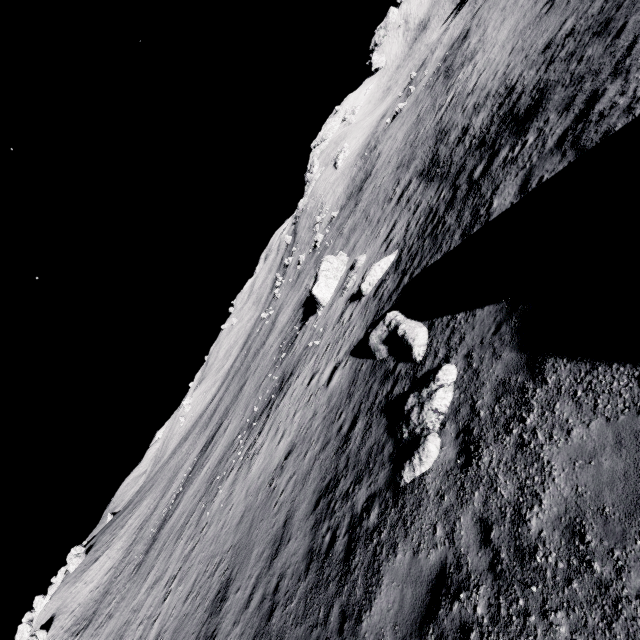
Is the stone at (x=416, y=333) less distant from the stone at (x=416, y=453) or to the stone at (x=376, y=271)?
the stone at (x=416, y=453)

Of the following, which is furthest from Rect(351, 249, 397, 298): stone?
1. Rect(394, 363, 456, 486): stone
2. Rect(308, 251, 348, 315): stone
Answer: Rect(394, 363, 456, 486): stone

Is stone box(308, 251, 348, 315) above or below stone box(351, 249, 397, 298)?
above

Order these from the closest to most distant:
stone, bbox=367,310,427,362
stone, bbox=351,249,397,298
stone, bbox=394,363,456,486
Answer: stone, bbox=394,363,456,486 < stone, bbox=367,310,427,362 < stone, bbox=351,249,397,298

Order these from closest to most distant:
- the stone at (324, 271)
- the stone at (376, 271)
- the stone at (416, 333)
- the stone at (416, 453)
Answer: the stone at (416, 453), the stone at (416, 333), the stone at (376, 271), the stone at (324, 271)

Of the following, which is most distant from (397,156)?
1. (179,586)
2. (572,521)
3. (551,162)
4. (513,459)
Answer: (179,586)

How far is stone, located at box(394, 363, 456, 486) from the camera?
7.11m

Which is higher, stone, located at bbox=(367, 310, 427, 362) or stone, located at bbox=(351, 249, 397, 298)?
stone, located at bbox=(367, 310, 427, 362)
